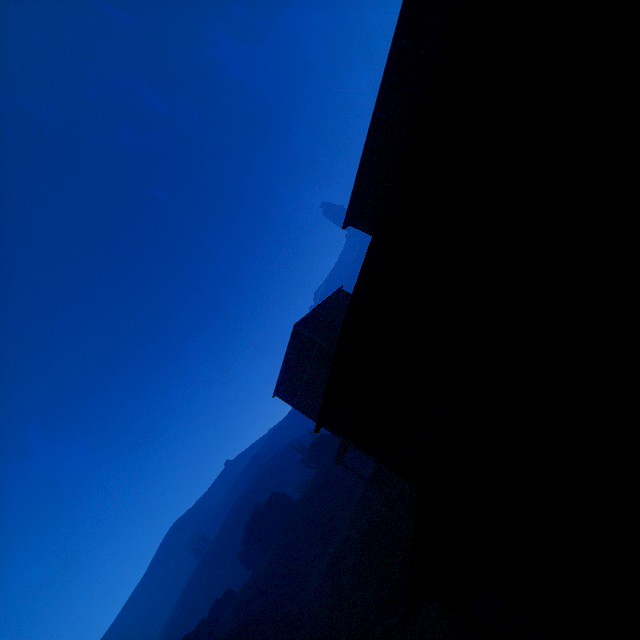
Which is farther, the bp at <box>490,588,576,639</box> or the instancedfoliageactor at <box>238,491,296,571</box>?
the instancedfoliageactor at <box>238,491,296,571</box>

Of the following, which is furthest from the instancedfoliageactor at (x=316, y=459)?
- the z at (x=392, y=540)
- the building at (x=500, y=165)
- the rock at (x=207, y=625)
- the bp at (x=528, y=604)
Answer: the bp at (x=528, y=604)

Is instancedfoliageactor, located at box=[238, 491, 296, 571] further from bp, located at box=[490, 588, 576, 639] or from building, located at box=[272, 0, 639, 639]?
bp, located at box=[490, 588, 576, 639]

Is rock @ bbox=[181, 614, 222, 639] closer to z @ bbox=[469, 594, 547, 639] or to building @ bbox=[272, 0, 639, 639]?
z @ bbox=[469, 594, 547, 639]

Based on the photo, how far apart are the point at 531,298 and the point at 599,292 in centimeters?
67cm

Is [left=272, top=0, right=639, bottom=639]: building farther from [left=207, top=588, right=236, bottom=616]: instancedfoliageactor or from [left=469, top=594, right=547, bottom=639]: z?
[left=207, top=588, right=236, bottom=616]: instancedfoliageactor

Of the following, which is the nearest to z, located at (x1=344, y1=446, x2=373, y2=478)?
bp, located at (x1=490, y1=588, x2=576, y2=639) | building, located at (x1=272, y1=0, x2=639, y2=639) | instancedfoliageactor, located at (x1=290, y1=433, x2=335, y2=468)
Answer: building, located at (x1=272, y1=0, x2=639, y2=639)

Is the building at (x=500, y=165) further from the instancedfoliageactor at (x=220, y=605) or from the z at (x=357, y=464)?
the instancedfoliageactor at (x=220, y=605)
